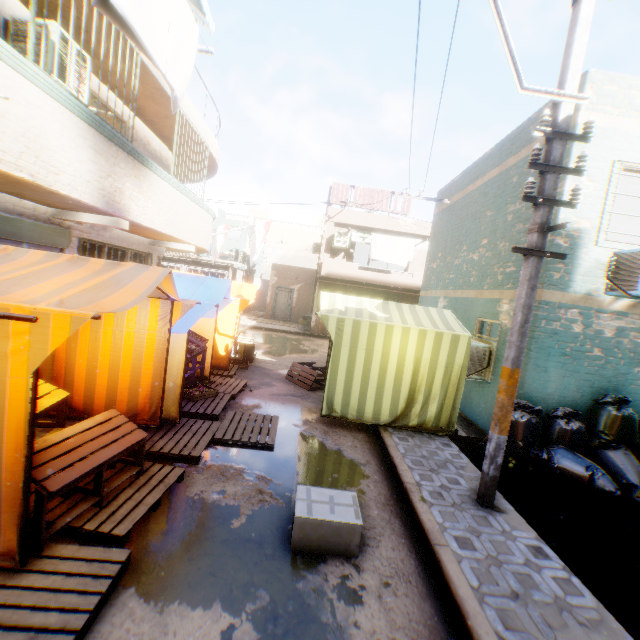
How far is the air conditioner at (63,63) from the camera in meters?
5.1 m

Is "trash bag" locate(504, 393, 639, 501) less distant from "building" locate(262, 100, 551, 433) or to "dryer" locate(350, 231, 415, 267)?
"building" locate(262, 100, 551, 433)

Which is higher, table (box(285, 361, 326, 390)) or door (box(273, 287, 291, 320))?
door (box(273, 287, 291, 320))

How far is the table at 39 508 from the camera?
2.79m

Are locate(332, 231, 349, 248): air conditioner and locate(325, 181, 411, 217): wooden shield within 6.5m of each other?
yes

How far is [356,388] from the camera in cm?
651

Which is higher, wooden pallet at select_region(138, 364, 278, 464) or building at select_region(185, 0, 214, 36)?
building at select_region(185, 0, 214, 36)

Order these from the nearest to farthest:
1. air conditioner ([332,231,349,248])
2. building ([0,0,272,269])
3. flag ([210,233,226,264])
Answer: building ([0,0,272,269]), flag ([210,233,226,264]), air conditioner ([332,231,349,248])
